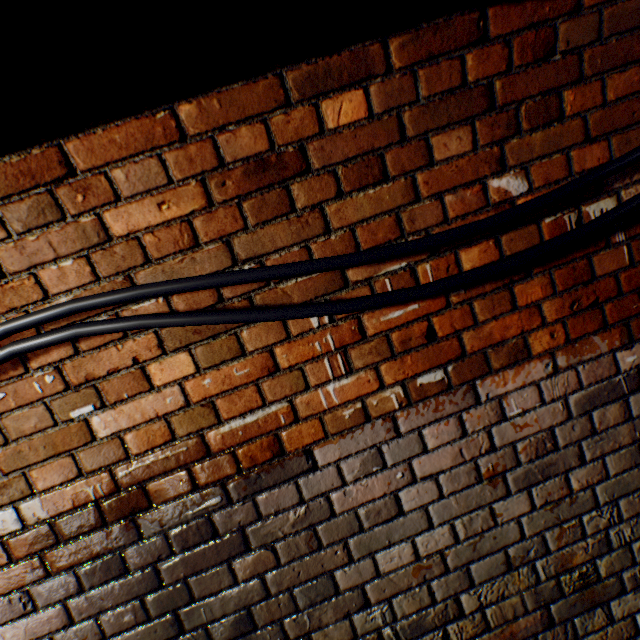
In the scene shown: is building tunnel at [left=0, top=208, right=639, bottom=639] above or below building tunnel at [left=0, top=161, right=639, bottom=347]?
below

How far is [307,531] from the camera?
1.1m

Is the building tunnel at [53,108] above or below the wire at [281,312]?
above

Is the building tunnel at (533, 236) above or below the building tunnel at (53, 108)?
below

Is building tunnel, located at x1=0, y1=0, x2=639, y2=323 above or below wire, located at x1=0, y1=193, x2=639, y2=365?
above
